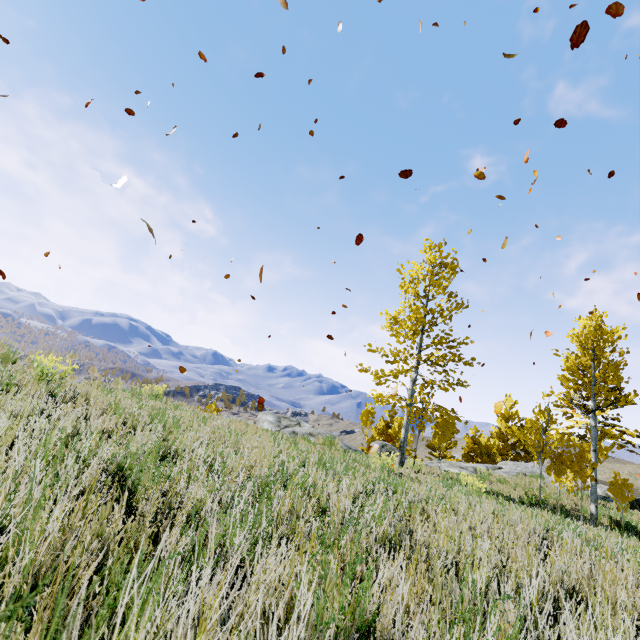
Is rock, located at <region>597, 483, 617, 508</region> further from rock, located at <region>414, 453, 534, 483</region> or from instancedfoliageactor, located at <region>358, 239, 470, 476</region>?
rock, located at <region>414, 453, 534, 483</region>

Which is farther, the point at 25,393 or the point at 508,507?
the point at 508,507

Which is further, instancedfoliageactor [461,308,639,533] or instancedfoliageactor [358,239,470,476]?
instancedfoliageactor [358,239,470,476]

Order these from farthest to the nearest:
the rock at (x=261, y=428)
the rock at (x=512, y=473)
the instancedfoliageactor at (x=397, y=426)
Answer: the rock at (x=512, y=473)
the instancedfoliageactor at (x=397, y=426)
the rock at (x=261, y=428)

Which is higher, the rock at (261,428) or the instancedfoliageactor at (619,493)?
the instancedfoliageactor at (619,493)

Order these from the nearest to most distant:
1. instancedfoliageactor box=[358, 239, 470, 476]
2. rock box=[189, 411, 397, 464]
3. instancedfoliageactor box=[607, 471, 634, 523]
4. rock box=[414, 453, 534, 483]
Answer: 1. rock box=[189, 411, 397, 464]
2. instancedfoliageactor box=[607, 471, 634, 523]
3. instancedfoliageactor box=[358, 239, 470, 476]
4. rock box=[414, 453, 534, 483]

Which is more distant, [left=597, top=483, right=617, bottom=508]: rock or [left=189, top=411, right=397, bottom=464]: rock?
[left=597, top=483, right=617, bottom=508]: rock
